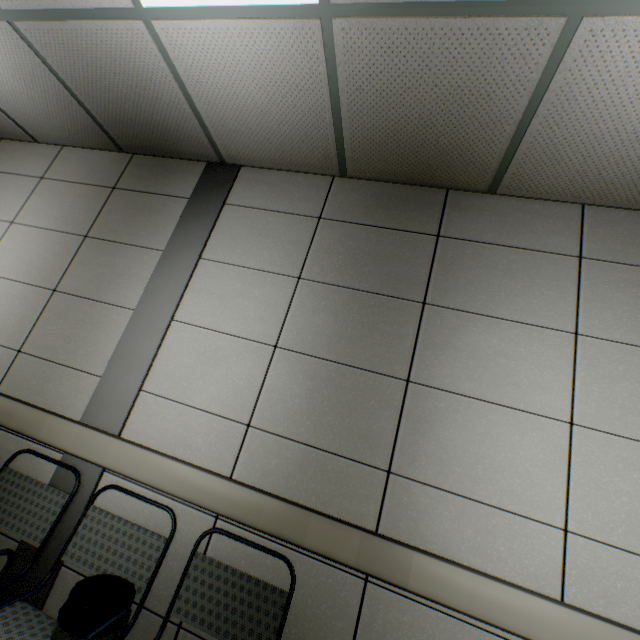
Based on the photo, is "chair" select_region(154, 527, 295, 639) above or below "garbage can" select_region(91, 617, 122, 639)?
above

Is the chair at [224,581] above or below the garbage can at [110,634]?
above

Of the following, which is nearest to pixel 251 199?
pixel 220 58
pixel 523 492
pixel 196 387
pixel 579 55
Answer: pixel 220 58

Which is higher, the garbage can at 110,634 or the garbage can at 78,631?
the garbage can at 78,631

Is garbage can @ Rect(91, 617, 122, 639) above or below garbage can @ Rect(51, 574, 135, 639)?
below
